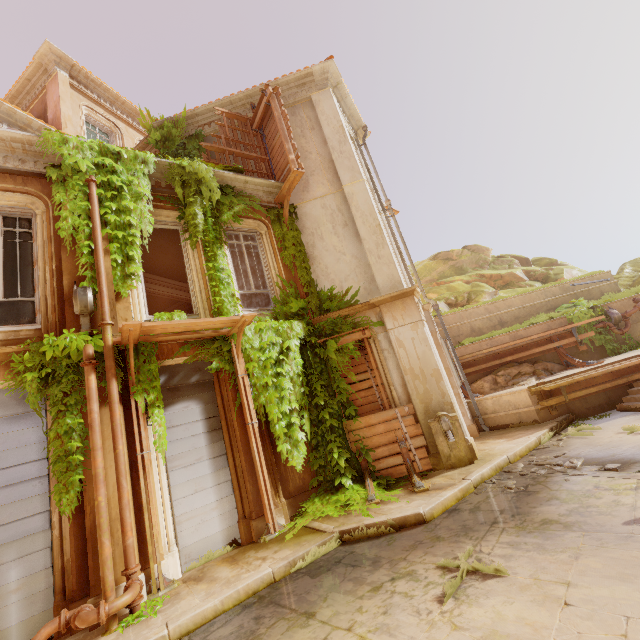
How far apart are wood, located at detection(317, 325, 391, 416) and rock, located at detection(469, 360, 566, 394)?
4.99m

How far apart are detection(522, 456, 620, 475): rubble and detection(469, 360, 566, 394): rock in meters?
5.1

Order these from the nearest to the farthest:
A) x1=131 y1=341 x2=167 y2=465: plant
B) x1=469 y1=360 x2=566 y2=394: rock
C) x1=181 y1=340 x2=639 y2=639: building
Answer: x1=181 y1=340 x2=639 y2=639: building < x1=131 y1=341 x2=167 y2=465: plant < x1=469 y1=360 x2=566 y2=394: rock

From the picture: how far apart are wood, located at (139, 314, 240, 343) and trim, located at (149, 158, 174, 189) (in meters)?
4.04

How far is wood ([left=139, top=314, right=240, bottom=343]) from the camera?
6.0 meters

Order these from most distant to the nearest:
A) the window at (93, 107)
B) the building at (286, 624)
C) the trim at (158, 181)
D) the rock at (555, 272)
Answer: the rock at (555, 272), the window at (93, 107), the trim at (158, 181), the building at (286, 624)

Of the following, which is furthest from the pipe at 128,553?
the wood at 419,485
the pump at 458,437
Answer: the pump at 458,437

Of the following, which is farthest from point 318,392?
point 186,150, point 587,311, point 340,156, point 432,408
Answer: point 587,311
